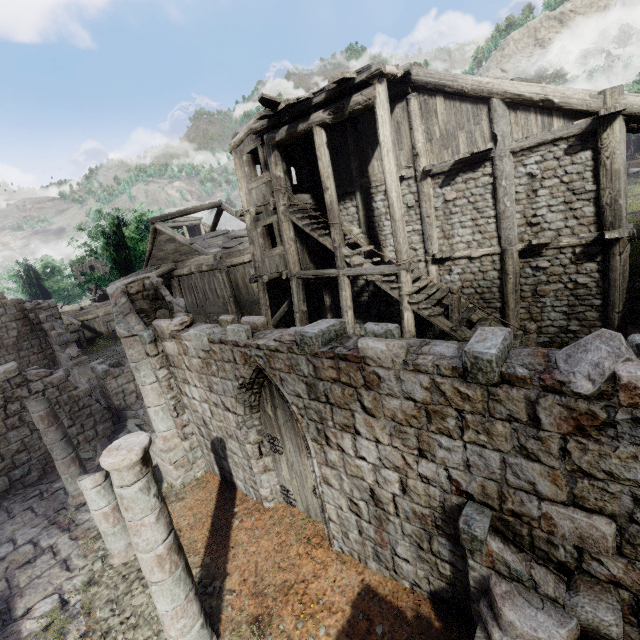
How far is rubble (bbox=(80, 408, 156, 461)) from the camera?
11.3m

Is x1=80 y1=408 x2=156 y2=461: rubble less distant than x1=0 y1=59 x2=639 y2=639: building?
No

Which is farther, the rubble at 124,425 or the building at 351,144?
the rubble at 124,425

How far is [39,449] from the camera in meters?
11.0 m

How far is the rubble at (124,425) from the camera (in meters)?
11.35
